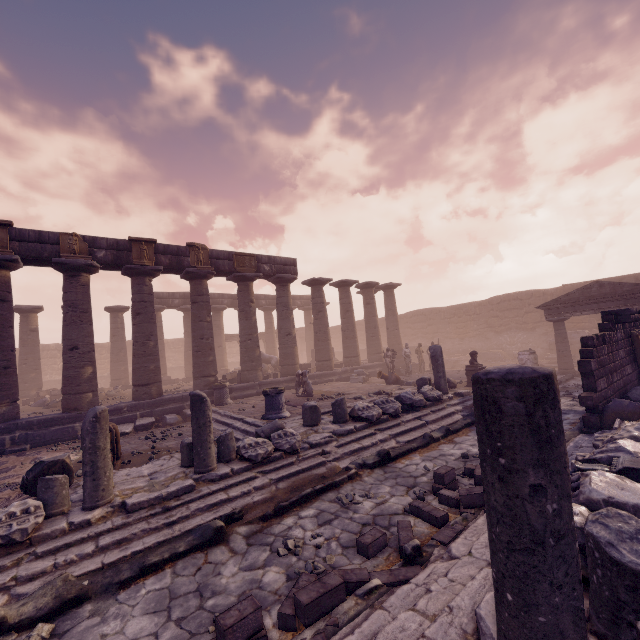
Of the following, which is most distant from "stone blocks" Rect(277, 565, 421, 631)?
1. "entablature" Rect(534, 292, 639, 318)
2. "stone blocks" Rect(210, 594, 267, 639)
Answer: "entablature" Rect(534, 292, 639, 318)

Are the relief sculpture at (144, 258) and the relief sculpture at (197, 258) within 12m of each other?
yes

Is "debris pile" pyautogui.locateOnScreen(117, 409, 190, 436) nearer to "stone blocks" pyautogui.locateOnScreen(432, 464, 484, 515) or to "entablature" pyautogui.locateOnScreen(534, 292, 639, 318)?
"stone blocks" pyautogui.locateOnScreen(432, 464, 484, 515)

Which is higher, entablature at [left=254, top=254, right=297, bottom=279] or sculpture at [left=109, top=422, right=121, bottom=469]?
entablature at [left=254, top=254, right=297, bottom=279]

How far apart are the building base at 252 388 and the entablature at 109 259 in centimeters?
529cm

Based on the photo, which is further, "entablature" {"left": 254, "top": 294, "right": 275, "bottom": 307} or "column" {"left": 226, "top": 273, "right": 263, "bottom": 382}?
"entablature" {"left": 254, "top": 294, "right": 275, "bottom": 307}

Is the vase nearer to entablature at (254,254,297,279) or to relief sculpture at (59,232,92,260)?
entablature at (254,254,297,279)

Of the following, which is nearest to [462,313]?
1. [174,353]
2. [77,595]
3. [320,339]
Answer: [320,339]
